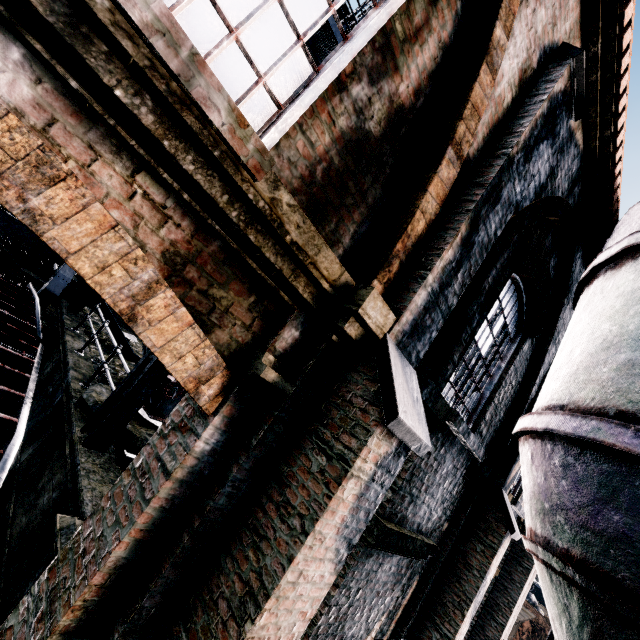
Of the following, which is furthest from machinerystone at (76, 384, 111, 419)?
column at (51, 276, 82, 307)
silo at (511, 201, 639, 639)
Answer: column at (51, 276, 82, 307)

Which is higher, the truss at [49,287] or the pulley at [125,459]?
the truss at [49,287]

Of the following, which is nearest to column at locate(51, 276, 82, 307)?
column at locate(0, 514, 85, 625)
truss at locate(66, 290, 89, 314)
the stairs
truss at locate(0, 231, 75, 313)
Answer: truss at locate(66, 290, 89, 314)

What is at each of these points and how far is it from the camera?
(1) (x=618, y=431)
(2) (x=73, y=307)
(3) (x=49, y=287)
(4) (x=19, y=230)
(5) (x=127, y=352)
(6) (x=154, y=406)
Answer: (1) silo, 3.80m
(2) truss, 13.87m
(3) truss, 10.33m
(4) metal beam, 10.26m
(5) stairs, 13.23m
(6) crane, 7.92m

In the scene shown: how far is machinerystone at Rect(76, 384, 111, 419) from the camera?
6.8 meters

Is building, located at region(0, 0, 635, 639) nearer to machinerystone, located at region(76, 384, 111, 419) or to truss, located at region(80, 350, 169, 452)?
truss, located at region(80, 350, 169, 452)

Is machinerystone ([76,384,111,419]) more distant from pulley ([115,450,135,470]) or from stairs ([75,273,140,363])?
stairs ([75,273,140,363])

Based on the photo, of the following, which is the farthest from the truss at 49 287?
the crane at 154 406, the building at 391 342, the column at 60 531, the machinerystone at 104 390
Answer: the column at 60 531
